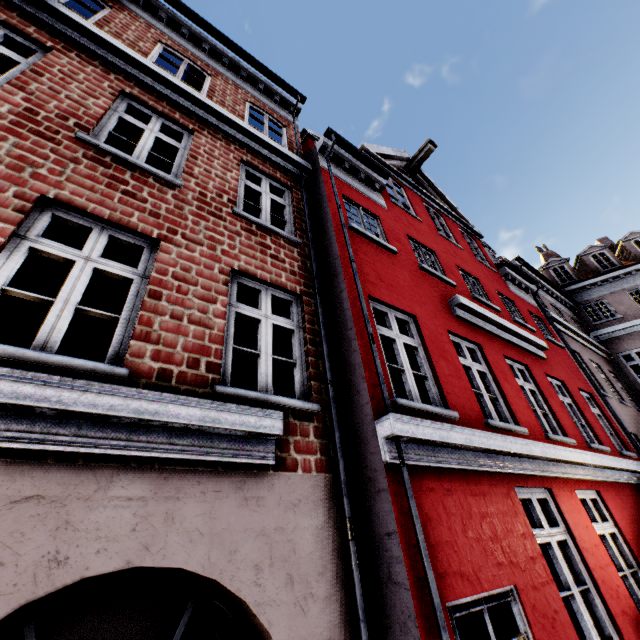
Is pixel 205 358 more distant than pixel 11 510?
Yes
